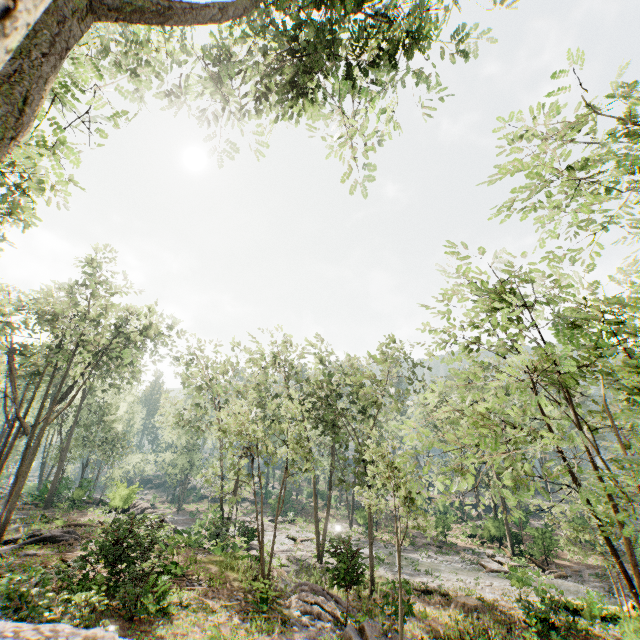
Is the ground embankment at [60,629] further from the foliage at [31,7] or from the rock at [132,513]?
the foliage at [31,7]

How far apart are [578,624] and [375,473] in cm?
1488

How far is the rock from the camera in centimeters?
1489cm

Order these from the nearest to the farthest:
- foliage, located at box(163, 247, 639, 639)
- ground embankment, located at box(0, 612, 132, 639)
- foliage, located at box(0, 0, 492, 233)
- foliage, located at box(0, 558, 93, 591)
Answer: foliage, located at box(0, 0, 492, 233) < foliage, located at box(163, 247, 639, 639) < ground embankment, located at box(0, 612, 132, 639) < foliage, located at box(0, 558, 93, 591)

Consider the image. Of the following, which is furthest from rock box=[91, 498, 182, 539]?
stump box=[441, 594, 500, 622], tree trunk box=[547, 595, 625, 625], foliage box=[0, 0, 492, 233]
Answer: tree trunk box=[547, 595, 625, 625]

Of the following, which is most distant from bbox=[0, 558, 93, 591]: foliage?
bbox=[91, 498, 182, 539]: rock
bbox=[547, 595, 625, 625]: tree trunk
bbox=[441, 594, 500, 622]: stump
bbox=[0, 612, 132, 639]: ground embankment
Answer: bbox=[441, 594, 500, 622]: stump

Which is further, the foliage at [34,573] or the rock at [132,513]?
the rock at [132,513]
